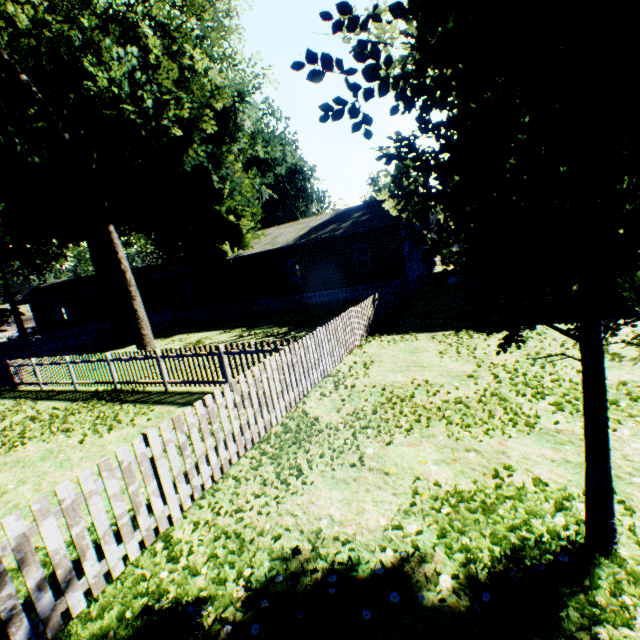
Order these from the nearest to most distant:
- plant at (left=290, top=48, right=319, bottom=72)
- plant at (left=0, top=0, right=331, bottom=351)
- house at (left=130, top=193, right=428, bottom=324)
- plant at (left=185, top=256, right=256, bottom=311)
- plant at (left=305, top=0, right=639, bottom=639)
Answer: plant at (left=305, top=0, right=639, bottom=639) → plant at (left=290, top=48, right=319, bottom=72) → plant at (left=0, top=0, right=331, bottom=351) → house at (left=130, top=193, right=428, bottom=324) → plant at (left=185, top=256, right=256, bottom=311)

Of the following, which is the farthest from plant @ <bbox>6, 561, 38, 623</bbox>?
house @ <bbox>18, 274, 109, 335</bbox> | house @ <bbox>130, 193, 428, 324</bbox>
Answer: house @ <bbox>18, 274, 109, 335</bbox>

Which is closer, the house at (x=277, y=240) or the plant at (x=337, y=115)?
the plant at (x=337, y=115)

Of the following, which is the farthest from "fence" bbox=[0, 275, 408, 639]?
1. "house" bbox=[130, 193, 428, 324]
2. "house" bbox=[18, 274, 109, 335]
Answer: "house" bbox=[18, 274, 109, 335]

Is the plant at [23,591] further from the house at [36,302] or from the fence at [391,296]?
the house at [36,302]

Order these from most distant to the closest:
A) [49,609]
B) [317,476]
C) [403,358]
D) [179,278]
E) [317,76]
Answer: [179,278], [403,358], [317,476], [49,609], [317,76]

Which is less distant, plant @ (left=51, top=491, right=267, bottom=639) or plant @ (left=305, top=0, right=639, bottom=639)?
plant @ (left=305, top=0, right=639, bottom=639)

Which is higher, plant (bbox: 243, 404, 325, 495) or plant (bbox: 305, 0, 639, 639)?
plant (bbox: 305, 0, 639, 639)
